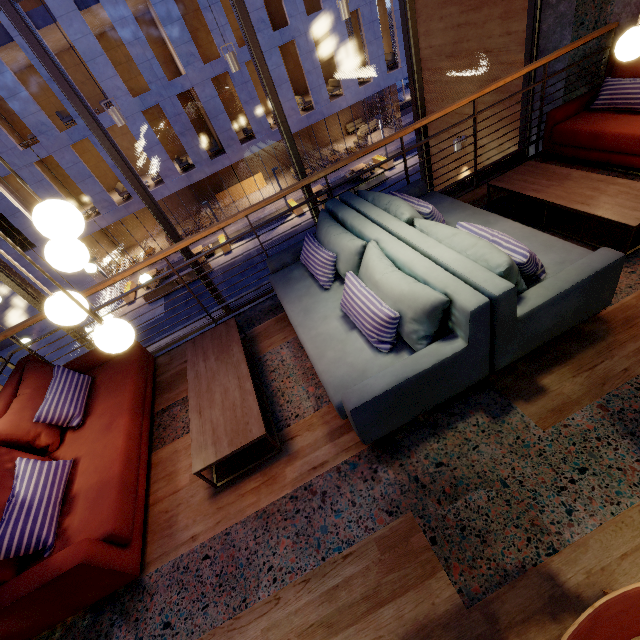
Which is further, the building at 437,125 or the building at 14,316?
the building at 14,316

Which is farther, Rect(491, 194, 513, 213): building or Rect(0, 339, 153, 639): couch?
Rect(491, 194, 513, 213): building

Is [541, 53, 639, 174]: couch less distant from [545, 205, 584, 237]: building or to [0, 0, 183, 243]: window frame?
[545, 205, 584, 237]: building

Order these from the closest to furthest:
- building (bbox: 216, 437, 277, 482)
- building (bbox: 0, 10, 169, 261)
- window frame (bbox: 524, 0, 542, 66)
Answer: building (bbox: 216, 437, 277, 482) → window frame (bbox: 524, 0, 542, 66) → building (bbox: 0, 10, 169, 261)

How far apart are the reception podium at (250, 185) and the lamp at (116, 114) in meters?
21.3

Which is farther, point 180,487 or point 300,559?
point 180,487

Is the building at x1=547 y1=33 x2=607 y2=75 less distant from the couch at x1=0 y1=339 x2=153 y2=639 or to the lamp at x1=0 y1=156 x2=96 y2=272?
the couch at x1=0 y1=339 x2=153 y2=639

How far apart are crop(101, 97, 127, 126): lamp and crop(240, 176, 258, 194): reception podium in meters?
21.3
